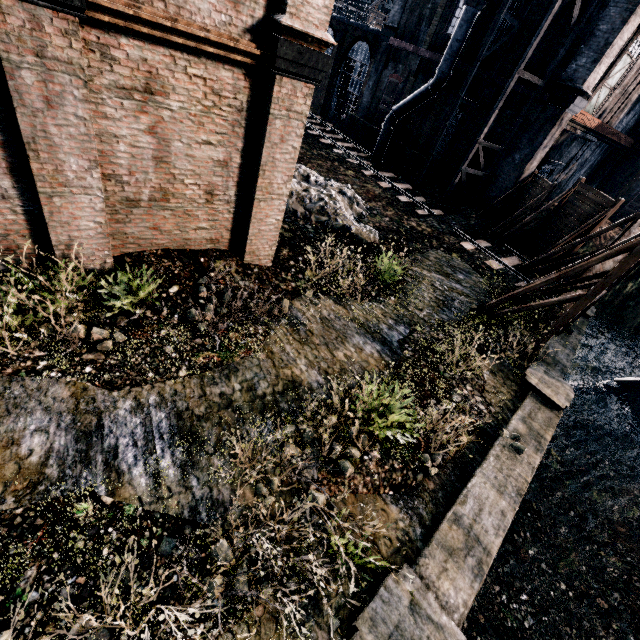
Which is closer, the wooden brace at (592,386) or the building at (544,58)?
the wooden brace at (592,386)

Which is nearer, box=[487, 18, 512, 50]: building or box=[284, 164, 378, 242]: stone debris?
box=[284, 164, 378, 242]: stone debris

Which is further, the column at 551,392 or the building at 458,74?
the building at 458,74

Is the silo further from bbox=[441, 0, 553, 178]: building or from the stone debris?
the stone debris

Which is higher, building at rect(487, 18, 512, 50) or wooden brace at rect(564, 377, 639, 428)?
building at rect(487, 18, 512, 50)

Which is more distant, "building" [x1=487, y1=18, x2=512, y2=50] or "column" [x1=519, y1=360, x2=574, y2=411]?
"building" [x1=487, y1=18, x2=512, y2=50]

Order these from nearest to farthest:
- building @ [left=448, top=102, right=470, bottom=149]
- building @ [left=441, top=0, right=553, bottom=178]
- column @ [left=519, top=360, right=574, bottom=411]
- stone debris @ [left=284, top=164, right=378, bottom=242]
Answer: column @ [left=519, top=360, right=574, bottom=411]
stone debris @ [left=284, top=164, right=378, bottom=242]
building @ [left=441, top=0, right=553, bottom=178]
building @ [left=448, top=102, right=470, bottom=149]

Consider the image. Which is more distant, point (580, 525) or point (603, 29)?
point (603, 29)
